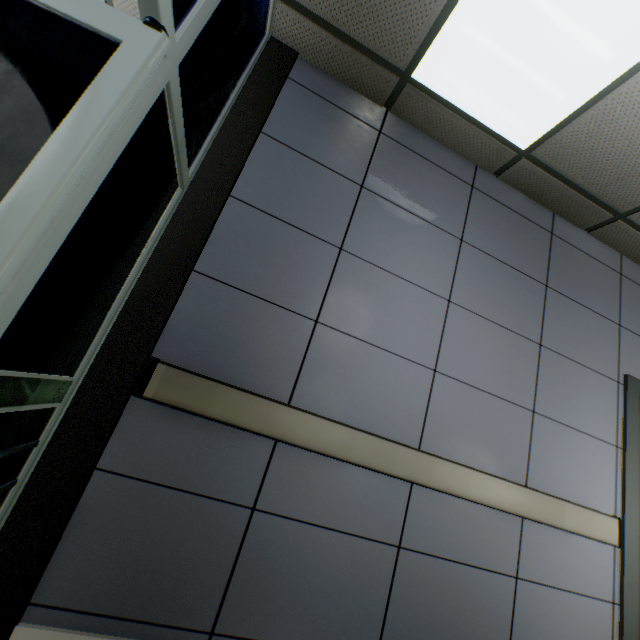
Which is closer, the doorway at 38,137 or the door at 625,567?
the doorway at 38,137

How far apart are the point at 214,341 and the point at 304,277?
0.61m

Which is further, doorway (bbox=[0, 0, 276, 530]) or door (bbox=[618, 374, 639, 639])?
door (bbox=[618, 374, 639, 639])
